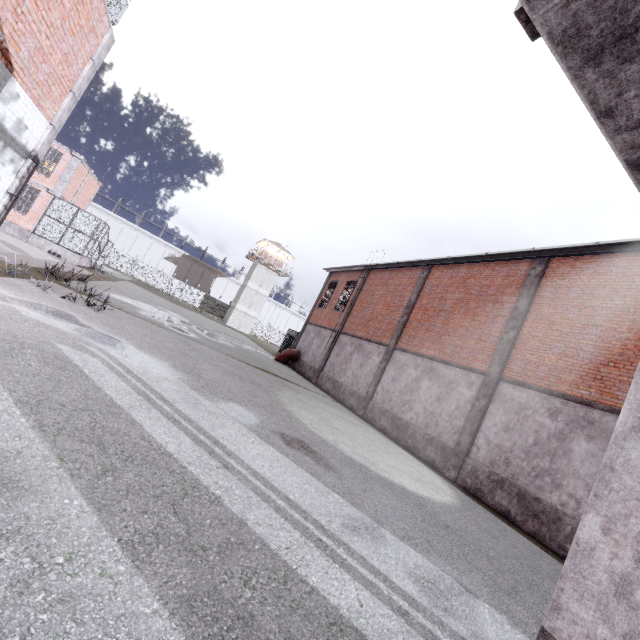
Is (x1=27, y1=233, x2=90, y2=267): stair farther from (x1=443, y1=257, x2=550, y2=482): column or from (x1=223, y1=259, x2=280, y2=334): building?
(x1=443, y1=257, x2=550, y2=482): column

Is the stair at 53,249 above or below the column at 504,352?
below

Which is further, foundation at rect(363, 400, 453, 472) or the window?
foundation at rect(363, 400, 453, 472)

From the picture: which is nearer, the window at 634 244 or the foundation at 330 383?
the window at 634 244

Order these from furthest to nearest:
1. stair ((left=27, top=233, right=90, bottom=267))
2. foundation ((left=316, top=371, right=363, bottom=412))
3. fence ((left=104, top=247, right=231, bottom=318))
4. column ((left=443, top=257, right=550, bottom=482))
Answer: fence ((left=104, top=247, right=231, bottom=318)) → stair ((left=27, top=233, right=90, bottom=267)) → foundation ((left=316, top=371, right=363, bottom=412)) → column ((left=443, top=257, right=550, bottom=482))

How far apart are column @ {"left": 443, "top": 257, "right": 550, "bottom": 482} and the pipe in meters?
15.6 m

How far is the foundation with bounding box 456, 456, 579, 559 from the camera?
8.27m

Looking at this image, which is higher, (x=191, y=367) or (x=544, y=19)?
(x=544, y=19)
